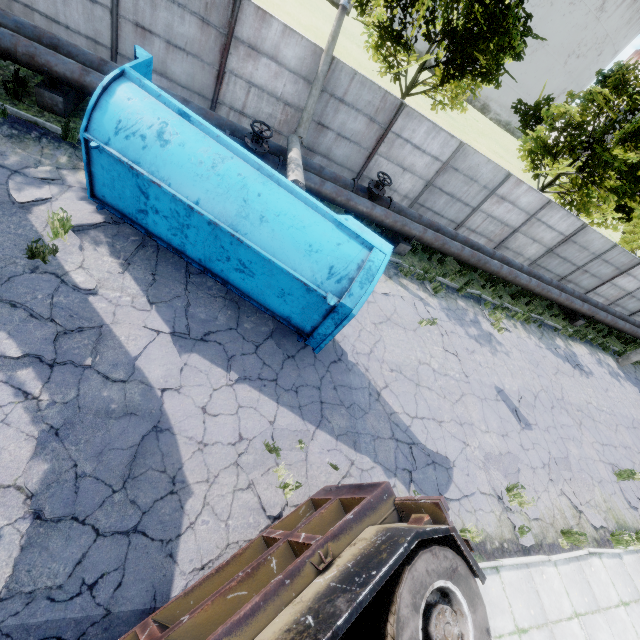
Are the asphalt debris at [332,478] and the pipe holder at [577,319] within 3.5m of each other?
no

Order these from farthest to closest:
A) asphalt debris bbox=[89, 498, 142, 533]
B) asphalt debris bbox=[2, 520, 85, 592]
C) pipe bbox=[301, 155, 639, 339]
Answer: pipe bbox=[301, 155, 639, 339] → asphalt debris bbox=[89, 498, 142, 533] → asphalt debris bbox=[2, 520, 85, 592]

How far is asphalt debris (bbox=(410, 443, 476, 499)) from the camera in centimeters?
684cm

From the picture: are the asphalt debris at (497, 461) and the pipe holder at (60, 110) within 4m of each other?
no

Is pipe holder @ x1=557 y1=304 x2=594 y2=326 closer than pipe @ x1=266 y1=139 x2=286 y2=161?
No

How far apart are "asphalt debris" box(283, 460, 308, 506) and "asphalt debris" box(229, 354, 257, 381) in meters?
1.0

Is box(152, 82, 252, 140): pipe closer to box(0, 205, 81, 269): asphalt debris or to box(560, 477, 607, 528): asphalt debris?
box(0, 205, 81, 269): asphalt debris

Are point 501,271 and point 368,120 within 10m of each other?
yes
